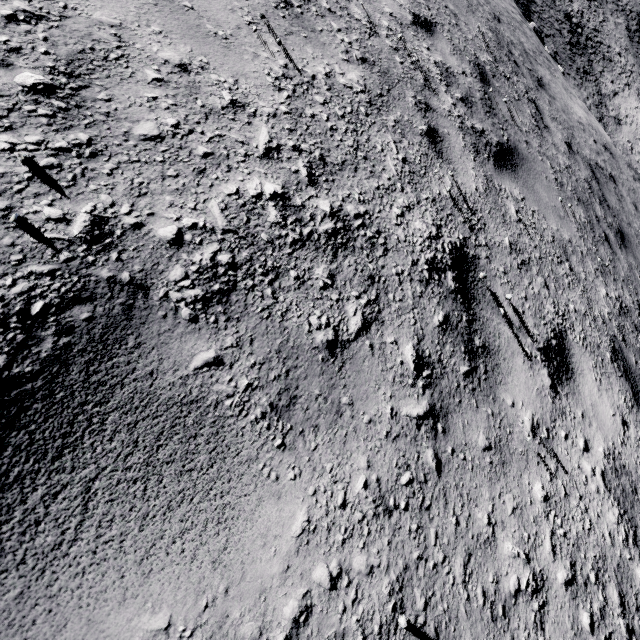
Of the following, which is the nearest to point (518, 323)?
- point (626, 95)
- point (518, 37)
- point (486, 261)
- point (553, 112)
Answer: point (486, 261)
